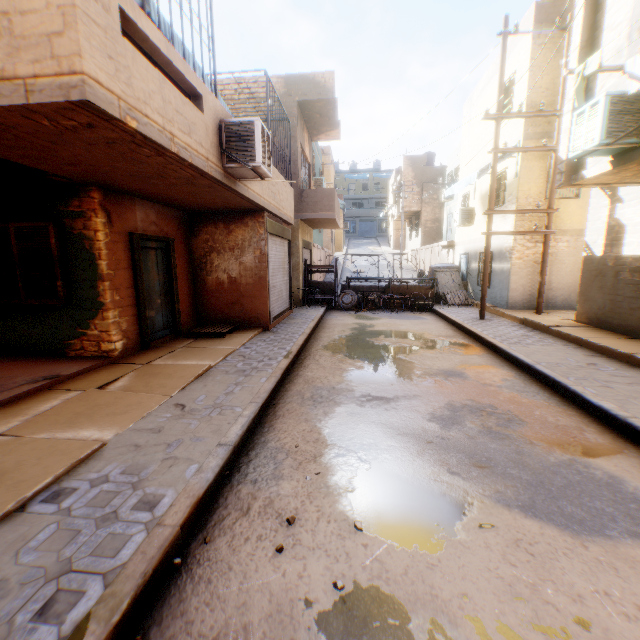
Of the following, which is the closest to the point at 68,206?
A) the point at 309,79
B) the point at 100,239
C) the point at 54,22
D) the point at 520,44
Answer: the point at 100,239

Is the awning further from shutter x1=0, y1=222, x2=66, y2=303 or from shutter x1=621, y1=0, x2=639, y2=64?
shutter x1=621, y1=0, x2=639, y2=64

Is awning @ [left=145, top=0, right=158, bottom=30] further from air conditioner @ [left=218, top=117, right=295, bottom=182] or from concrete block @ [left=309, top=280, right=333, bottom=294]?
concrete block @ [left=309, top=280, right=333, bottom=294]

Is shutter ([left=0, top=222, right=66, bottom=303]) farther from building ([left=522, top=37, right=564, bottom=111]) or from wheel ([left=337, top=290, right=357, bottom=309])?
wheel ([left=337, top=290, right=357, bottom=309])

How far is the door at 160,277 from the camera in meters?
7.6

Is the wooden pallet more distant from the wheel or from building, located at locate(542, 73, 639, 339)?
the wheel

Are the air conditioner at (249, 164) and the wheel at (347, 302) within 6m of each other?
no

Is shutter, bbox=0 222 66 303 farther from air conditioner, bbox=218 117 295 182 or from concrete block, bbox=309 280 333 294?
concrete block, bbox=309 280 333 294
